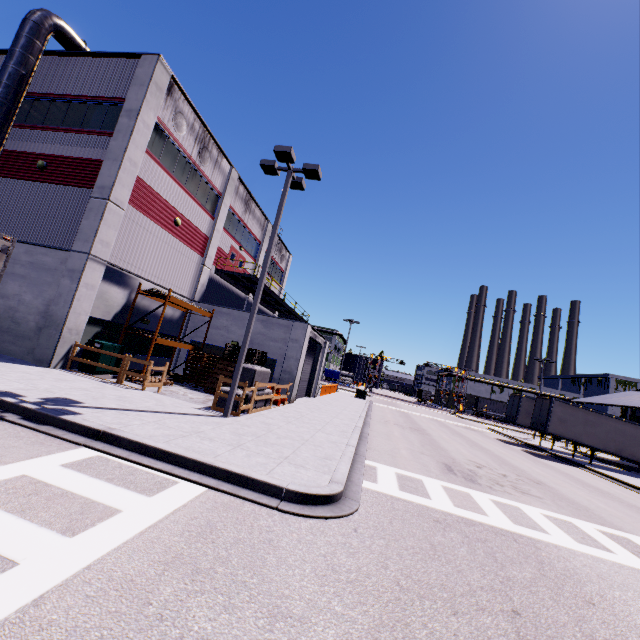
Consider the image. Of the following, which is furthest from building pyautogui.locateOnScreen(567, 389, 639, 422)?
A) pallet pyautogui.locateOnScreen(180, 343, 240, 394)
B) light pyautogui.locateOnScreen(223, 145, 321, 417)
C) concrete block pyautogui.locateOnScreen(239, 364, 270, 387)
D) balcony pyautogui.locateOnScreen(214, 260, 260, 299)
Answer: light pyautogui.locateOnScreen(223, 145, 321, 417)

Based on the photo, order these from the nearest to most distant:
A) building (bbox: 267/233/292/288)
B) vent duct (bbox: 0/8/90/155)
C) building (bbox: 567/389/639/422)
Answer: vent duct (bbox: 0/8/90/155), building (bbox: 567/389/639/422), building (bbox: 267/233/292/288)

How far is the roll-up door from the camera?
22.8m

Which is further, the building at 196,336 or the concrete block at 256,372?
the building at 196,336

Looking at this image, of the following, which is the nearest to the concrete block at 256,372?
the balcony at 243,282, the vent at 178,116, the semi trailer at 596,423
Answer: the semi trailer at 596,423

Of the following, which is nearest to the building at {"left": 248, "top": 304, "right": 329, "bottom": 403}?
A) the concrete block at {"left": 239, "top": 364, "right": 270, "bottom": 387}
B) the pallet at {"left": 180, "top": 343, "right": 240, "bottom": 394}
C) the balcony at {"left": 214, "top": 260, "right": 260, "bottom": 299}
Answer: the balcony at {"left": 214, "top": 260, "right": 260, "bottom": 299}

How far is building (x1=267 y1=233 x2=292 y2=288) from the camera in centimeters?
3386cm

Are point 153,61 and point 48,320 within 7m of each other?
no
